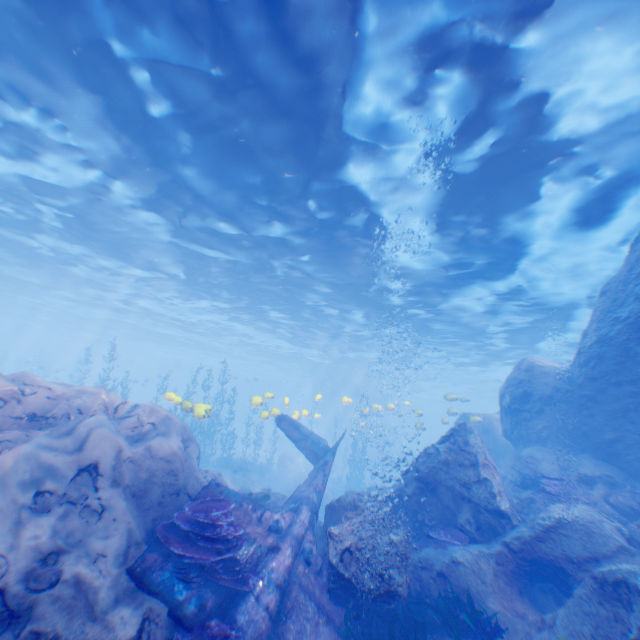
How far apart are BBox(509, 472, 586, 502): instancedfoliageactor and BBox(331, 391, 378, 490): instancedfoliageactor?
15.6m

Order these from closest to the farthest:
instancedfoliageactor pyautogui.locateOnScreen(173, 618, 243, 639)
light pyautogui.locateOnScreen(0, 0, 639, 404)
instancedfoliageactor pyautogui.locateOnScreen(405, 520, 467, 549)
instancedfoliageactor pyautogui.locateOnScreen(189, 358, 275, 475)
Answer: instancedfoliageactor pyautogui.locateOnScreen(173, 618, 243, 639) < light pyautogui.locateOnScreen(0, 0, 639, 404) < instancedfoliageactor pyautogui.locateOnScreen(405, 520, 467, 549) < instancedfoliageactor pyautogui.locateOnScreen(189, 358, 275, 475)

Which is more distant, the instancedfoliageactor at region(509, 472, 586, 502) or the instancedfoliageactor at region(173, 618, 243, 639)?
the instancedfoliageactor at region(509, 472, 586, 502)

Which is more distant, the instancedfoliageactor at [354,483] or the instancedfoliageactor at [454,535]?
the instancedfoliageactor at [354,483]

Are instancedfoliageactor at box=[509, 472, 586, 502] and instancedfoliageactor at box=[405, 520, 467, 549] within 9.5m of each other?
yes

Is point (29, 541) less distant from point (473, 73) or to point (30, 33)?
point (30, 33)

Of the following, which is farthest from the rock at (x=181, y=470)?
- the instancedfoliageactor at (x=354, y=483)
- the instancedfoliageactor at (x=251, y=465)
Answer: the instancedfoliageactor at (x=354, y=483)

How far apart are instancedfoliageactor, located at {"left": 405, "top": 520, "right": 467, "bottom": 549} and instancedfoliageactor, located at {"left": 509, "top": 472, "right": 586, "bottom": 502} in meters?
3.0
